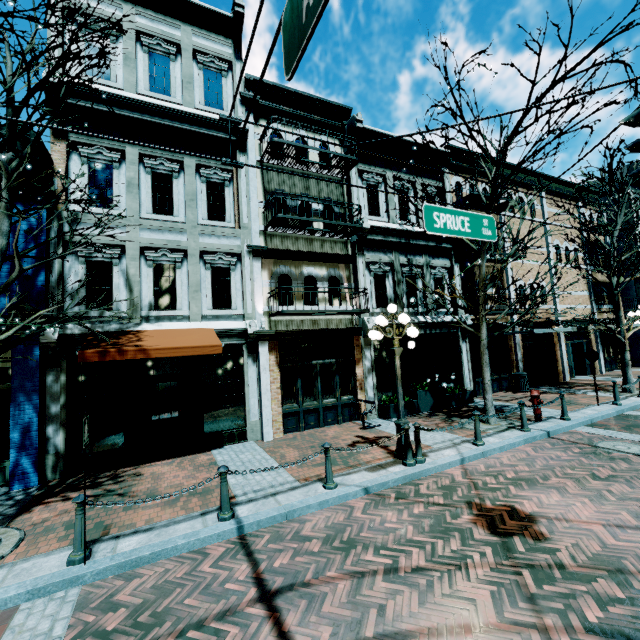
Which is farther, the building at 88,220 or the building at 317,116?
the building at 317,116

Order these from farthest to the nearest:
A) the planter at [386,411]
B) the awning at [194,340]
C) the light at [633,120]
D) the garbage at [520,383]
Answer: A:
1. the garbage at [520,383]
2. the planter at [386,411]
3. the awning at [194,340]
4. the light at [633,120]

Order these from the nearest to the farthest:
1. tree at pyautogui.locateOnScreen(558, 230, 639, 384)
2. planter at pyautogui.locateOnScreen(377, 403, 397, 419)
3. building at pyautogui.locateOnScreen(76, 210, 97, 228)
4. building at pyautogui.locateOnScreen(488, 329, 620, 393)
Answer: building at pyautogui.locateOnScreen(76, 210, 97, 228), planter at pyautogui.locateOnScreen(377, 403, 397, 419), tree at pyautogui.locateOnScreen(558, 230, 639, 384), building at pyautogui.locateOnScreen(488, 329, 620, 393)

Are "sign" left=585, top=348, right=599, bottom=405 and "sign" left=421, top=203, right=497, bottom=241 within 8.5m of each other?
no

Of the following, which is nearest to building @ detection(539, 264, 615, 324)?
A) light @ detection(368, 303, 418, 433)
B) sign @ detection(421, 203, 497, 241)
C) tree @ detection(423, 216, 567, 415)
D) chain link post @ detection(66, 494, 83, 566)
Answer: tree @ detection(423, 216, 567, 415)

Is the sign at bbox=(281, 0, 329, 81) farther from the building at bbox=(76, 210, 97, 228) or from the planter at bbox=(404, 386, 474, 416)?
the planter at bbox=(404, 386, 474, 416)

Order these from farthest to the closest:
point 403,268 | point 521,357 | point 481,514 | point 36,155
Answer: point 521,357
point 403,268
point 36,155
point 481,514

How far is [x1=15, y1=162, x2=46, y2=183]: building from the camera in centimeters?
767cm
